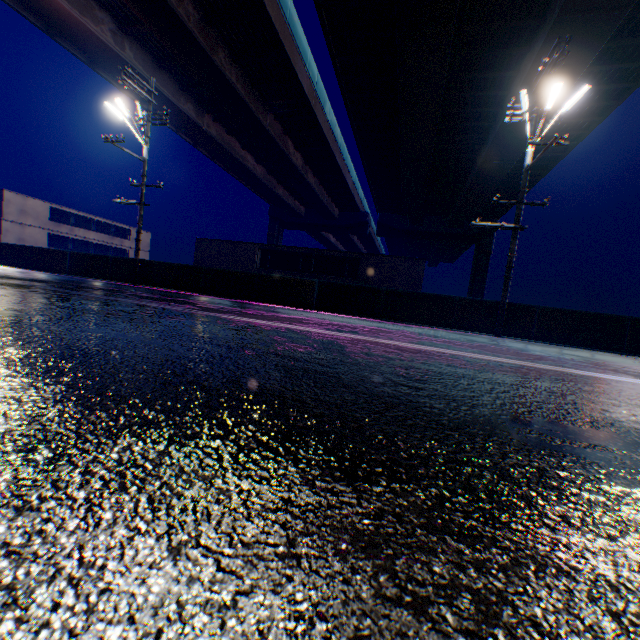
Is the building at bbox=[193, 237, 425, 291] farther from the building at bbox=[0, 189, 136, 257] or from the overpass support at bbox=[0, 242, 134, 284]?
the overpass support at bbox=[0, 242, 134, 284]

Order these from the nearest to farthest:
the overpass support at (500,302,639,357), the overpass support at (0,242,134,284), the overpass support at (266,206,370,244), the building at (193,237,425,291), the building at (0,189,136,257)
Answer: the overpass support at (500,302,639,357) → the overpass support at (0,242,134,284) → the building at (193,237,425,291) → the building at (0,189,136,257) → the overpass support at (266,206,370,244)

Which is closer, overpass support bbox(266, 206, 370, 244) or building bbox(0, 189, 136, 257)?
building bbox(0, 189, 136, 257)

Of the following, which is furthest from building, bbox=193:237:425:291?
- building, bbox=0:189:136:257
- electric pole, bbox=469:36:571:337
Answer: electric pole, bbox=469:36:571:337

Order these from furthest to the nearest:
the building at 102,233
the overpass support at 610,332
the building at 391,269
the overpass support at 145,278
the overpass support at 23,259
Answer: the building at 102,233 < the building at 391,269 < the overpass support at 23,259 < the overpass support at 145,278 < the overpass support at 610,332

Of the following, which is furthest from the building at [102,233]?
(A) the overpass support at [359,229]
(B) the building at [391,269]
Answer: (A) the overpass support at [359,229]

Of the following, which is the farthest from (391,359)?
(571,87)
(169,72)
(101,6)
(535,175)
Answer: (535,175)

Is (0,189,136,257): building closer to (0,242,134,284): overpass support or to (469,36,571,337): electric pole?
(0,242,134,284): overpass support
